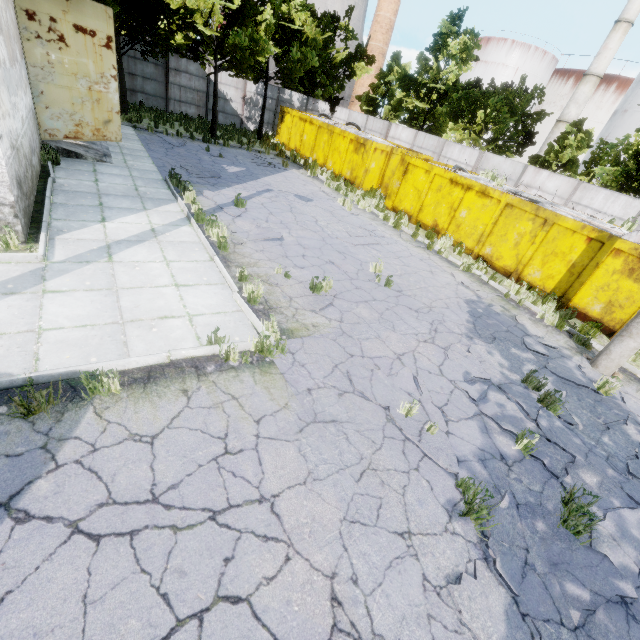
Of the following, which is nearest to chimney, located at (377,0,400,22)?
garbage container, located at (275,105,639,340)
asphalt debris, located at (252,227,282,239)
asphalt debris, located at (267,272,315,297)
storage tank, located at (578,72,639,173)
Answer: storage tank, located at (578,72,639,173)

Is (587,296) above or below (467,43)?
below

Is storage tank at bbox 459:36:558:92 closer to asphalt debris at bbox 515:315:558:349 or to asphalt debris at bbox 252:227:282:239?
asphalt debris at bbox 515:315:558:349

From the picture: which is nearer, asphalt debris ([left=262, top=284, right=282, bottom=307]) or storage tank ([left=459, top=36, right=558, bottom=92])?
asphalt debris ([left=262, top=284, right=282, bottom=307])

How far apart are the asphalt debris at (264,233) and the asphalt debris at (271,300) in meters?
1.5 m

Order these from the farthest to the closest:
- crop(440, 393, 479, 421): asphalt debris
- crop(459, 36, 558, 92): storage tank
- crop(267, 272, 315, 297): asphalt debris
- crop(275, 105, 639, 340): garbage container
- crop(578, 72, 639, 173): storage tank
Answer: crop(459, 36, 558, 92): storage tank
crop(578, 72, 639, 173): storage tank
crop(275, 105, 639, 340): garbage container
crop(267, 272, 315, 297): asphalt debris
crop(440, 393, 479, 421): asphalt debris

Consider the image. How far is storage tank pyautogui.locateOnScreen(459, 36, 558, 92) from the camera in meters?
44.3
